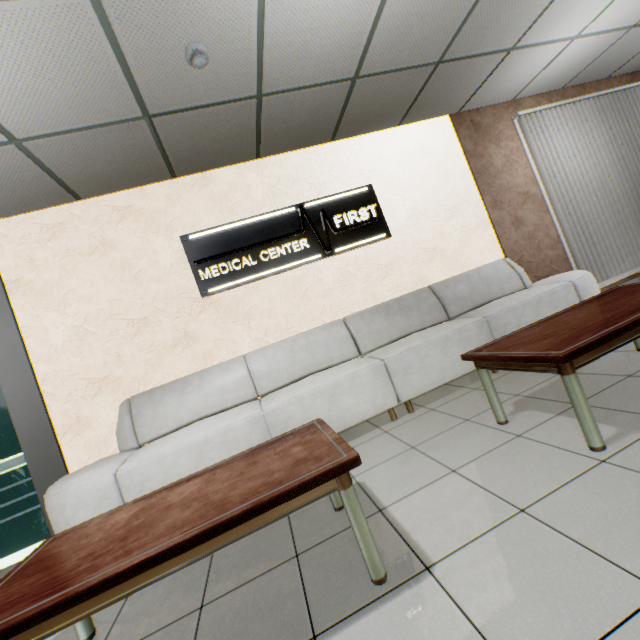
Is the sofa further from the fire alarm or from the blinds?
the fire alarm

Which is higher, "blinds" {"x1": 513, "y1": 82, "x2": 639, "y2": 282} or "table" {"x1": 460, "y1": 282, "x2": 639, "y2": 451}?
"blinds" {"x1": 513, "y1": 82, "x2": 639, "y2": 282}

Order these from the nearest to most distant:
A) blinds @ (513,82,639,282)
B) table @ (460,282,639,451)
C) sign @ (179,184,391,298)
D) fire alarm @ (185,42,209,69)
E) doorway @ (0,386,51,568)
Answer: table @ (460,282,639,451)
fire alarm @ (185,42,209,69)
doorway @ (0,386,51,568)
sign @ (179,184,391,298)
blinds @ (513,82,639,282)

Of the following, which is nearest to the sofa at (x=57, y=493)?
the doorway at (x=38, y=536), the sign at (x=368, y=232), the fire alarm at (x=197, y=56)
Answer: the doorway at (x=38, y=536)

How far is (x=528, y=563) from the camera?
1.17m

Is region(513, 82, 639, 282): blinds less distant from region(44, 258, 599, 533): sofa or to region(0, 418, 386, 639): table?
region(44, 258, 599, 533): sofa

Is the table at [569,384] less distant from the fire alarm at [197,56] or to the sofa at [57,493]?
the sofa at [57,493]

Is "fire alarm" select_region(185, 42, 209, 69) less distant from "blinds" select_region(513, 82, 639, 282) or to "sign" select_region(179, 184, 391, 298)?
"sign" select_region(179, 184, 391, 298)
